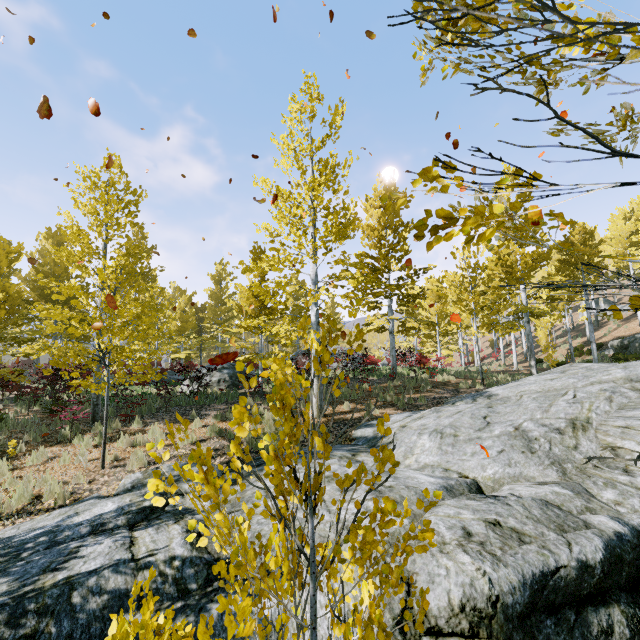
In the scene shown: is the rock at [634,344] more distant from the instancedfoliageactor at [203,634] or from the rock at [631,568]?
the rock at [631,568]

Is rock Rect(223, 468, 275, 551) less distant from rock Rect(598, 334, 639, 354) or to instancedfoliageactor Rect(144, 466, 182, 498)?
instancedfoliageactor Rect(144, 466, 182, 498)

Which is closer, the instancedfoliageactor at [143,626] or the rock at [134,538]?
the instancedfoliageactor at [143,626]

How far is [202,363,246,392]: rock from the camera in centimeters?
1567cm

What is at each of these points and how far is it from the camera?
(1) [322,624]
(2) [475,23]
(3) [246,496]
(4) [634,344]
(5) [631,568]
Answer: (1) rock, 3.46m
(2) instancedfoliageactor, 1.39m
(3) rock, 5.64m
(4) rock, 20.12m
(5) rock, 3.92m

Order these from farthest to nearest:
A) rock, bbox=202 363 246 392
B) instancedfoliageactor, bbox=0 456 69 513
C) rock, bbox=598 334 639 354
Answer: rock, bbox=598 334 639 354 < rock, bbox=202 363 246 392 < instancedfoliageactor, bbox=0 456 69 513
